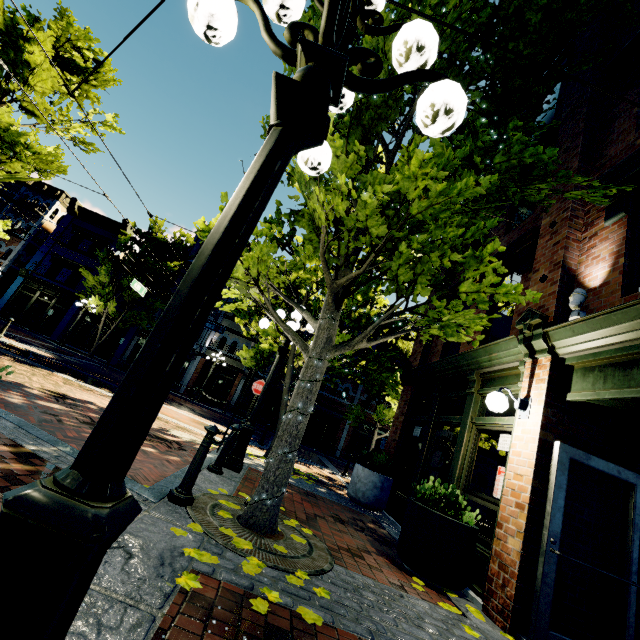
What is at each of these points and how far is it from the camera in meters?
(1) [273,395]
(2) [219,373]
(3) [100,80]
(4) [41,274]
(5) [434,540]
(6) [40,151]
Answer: (1) building, 26.1
(2) building, 26.1
(3) tree, 11.2
(4) building, 25.1
(5) planter, 4.4
(6) tree, 9.2

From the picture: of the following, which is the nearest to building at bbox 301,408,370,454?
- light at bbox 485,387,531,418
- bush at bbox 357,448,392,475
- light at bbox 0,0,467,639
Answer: bush at bbox 357,448,392,475

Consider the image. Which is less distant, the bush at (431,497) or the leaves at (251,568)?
the leaves at (251,568)

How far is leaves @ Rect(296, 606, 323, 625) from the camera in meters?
2.4

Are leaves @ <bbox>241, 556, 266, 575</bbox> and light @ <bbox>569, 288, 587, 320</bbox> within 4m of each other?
no

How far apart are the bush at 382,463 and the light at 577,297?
5.6m

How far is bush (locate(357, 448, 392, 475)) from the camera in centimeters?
820cm

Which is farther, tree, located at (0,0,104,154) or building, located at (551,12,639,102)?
tree, located at (0,0,104,154)
